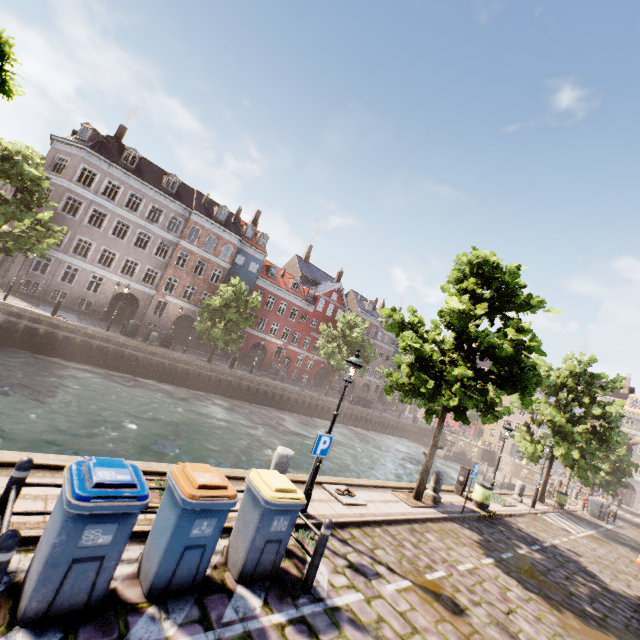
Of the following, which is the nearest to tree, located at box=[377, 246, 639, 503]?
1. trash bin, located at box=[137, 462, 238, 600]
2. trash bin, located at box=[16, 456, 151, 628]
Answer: trash bin, located at box=[16, 456, 151, 628]

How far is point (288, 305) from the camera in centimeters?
4362cm

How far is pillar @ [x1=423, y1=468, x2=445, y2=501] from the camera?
12.3m

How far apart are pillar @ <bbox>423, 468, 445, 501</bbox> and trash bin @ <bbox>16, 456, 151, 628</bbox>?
11.45m

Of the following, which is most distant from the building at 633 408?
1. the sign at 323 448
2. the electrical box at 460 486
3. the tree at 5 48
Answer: the sign at 323 448

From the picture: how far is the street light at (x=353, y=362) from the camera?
7.70m

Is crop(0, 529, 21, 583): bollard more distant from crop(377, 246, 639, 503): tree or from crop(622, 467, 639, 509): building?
crop(622, 467, 639, 509): building

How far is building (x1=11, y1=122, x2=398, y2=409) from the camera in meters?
28.7 m
